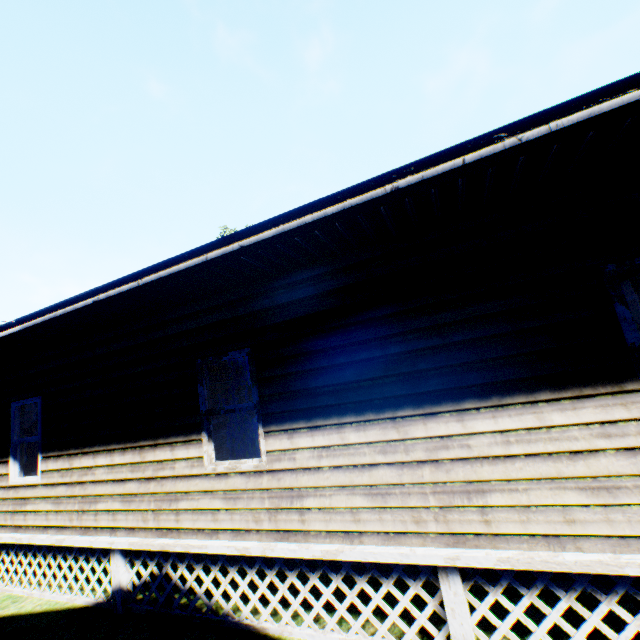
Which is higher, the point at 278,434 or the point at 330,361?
the point at 330,361
